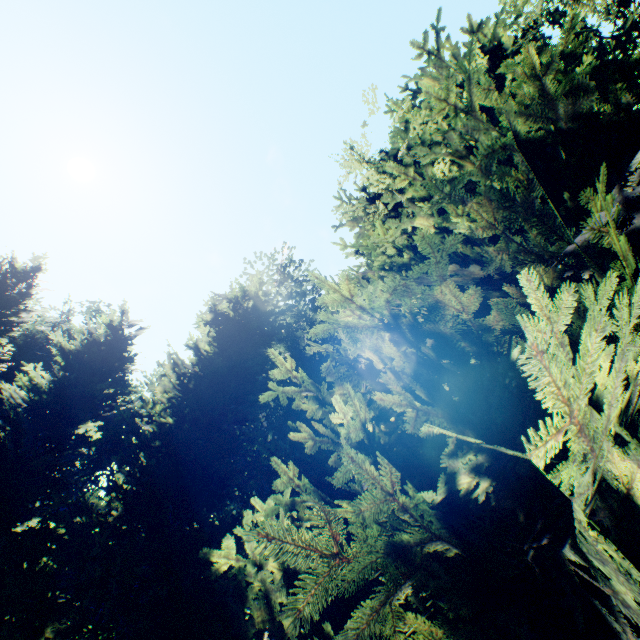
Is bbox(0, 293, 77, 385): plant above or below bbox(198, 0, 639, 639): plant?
above

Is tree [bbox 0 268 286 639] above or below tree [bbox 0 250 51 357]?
below

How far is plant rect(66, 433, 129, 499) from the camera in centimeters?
3150cm

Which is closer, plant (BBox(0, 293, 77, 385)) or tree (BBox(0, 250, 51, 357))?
tree (BBox(0, 250, 51, 357))

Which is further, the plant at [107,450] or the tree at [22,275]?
the plant at [107,450]

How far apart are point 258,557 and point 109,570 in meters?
5.1

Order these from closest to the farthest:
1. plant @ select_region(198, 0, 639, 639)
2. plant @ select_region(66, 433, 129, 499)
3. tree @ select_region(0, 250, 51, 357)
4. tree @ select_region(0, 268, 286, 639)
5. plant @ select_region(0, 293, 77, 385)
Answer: plant @ select_region(198, 0, 639, 639), tree @ select_region(0, 268, 286, 639), tree @ select_region(0, 250, 51, 357), plant @ select_region(0, 293, 77, 385), plant @ select_region(66, 433, 129, 499)

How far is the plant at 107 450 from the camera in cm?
3150
